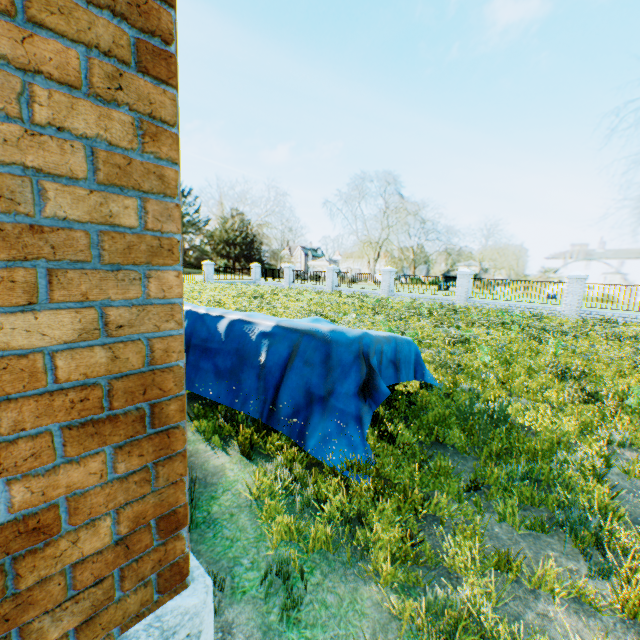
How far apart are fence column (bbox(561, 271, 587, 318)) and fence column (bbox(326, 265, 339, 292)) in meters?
15.9

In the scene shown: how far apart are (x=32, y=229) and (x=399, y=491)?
3.12m

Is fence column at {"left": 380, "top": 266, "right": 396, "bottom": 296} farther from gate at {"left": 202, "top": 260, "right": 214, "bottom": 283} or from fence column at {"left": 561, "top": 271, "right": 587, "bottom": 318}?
gate at {"left": 202, "top": 260, "right": 214, "bottom": 283}

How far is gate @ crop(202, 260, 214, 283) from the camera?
31.1m

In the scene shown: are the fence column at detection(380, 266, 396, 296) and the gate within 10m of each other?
no

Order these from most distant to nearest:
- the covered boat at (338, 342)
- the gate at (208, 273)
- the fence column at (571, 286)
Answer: the gate at (208, 273) < the fence column at (571, 286) < the covered boat at (338, 342)

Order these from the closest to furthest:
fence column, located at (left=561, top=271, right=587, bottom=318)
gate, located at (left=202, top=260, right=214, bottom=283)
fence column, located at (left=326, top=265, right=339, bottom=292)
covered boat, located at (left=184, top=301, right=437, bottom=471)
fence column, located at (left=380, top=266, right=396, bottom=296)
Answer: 1. covered boat, located at (left=184, top=301, right=437, bottom=471)
2. fence column, located at (left=561, top=271, right=587, bottom=318)
3. fence column, located at (left=380, top=266, right=396, bottom=296)
4. fence column, located at (left=326, top=265, right=339, bottom=292)
5. gate, located at (left=202, top=260, right=214, bottom=283)

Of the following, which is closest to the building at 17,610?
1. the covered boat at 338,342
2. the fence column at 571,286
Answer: the covered boat at 338,342
